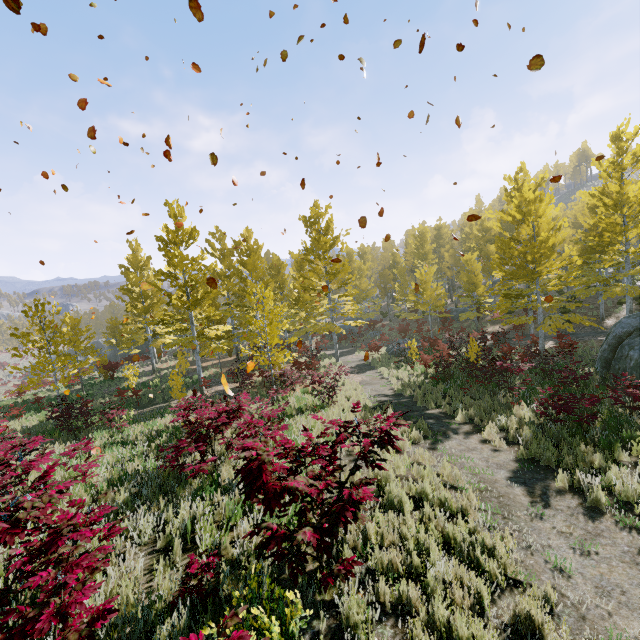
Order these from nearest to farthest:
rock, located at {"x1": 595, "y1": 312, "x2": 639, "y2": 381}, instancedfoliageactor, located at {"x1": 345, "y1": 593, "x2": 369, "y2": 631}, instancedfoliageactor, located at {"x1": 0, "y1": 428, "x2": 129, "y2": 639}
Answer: instancedfoliageactor, located at {"x1": 0, "y1": 428, "x2": 129, "y2": 639} < instancedfoliageactor, located at {"x1": 345, "y1": 593, "x2": 369, "y2": 631} < rock, located at {"x1": 595, "y1": 312, "x2": 639, "y2": 381}

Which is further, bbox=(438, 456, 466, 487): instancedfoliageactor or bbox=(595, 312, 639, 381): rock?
bbox=(595, 312, 639, 381): rock

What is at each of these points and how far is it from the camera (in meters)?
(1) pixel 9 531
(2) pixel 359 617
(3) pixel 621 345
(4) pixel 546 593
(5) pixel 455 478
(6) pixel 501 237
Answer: (1) instancedfoliageactor, 2.88
(2) instancedfoliageactor, 3.10
(3) rock, 12.79
(4) instancedfoliageactor, 3.90
(5) instancedfoliageactor, 6.30
(6) instancedfoliageactor, 17.58

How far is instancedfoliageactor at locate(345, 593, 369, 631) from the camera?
3.1m

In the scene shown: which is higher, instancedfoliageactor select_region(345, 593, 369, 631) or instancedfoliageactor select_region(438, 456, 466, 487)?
instancedfoliageactor select_region(345, 593, 369, 631)

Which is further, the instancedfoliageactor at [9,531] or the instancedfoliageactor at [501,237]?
the instancedfoliageactor at [501,237]

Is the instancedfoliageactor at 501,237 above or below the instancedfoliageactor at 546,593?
above
